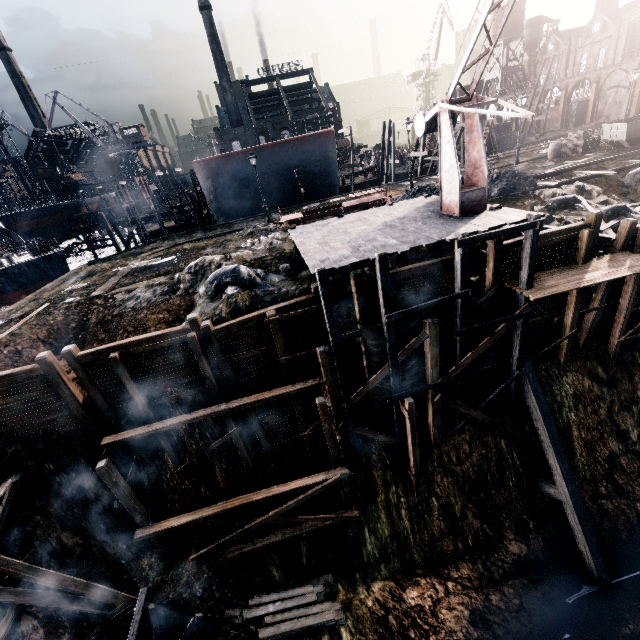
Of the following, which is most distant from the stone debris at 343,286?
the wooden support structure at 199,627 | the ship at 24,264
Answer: the ship at 24,264

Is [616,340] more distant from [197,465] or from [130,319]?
[130,319]

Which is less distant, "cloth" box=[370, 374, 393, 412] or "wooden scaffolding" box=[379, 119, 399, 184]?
"cloth" box=[370, 374, 393, 412]

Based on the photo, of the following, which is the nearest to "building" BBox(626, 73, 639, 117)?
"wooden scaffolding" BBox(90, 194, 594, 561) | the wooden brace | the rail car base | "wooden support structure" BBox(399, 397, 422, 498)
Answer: the rail car base

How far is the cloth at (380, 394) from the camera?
14.07m

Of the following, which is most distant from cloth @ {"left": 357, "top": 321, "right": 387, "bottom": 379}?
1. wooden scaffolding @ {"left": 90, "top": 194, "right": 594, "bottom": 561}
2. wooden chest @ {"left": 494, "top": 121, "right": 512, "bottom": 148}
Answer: wooden chest @ {"left": 494, "top": 121, "right": 512, "bottom": 148}

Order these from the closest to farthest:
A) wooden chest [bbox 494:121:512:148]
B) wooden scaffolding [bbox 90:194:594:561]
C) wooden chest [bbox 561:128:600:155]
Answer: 1. wooden scaffolding [bbox 90:194:594:561]
2. wooden chest [bbox 561:128:600:155]
3. wooden chest [bbox 494:121:512:148]

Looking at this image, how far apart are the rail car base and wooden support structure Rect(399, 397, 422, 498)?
14.9m
